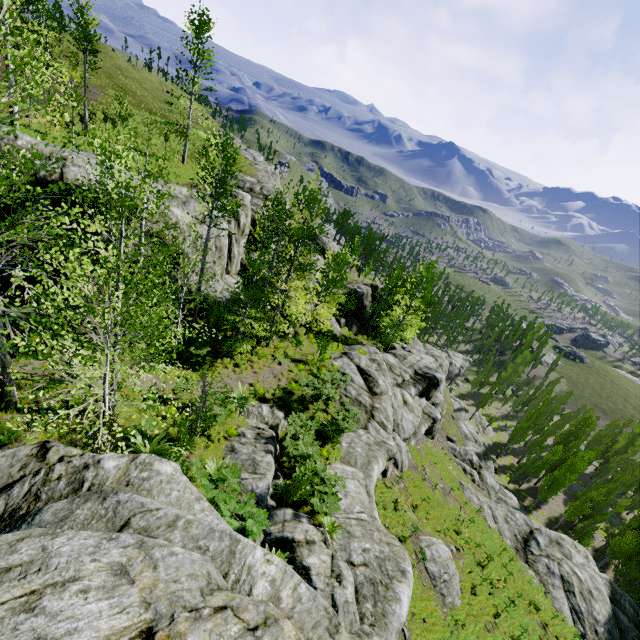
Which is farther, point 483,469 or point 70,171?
point 483,469

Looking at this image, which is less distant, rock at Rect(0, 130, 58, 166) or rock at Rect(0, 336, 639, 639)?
rock at Rect(0, 336, 639, 639)

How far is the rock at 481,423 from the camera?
56.3 meters

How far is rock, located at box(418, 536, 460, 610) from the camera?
15.1m

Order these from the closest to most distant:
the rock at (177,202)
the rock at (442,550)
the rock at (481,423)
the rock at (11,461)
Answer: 1. the rock at (11,461)
2. the rock at (442,550)
3. the rock at (177,202)
4. the rock at (481,423)

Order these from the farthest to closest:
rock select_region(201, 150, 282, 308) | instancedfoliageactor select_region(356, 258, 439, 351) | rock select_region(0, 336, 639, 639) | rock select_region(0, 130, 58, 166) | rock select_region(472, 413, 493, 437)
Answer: rock select_region(472, 413, 493, 437)
instancedfoliageactor select_region(356, 258, 439, 351)
rock select_region(201, 150, 282, 308)
rock select_region(0, 130, 58, 166)
rock select_region(0, 336, 639, 639)
